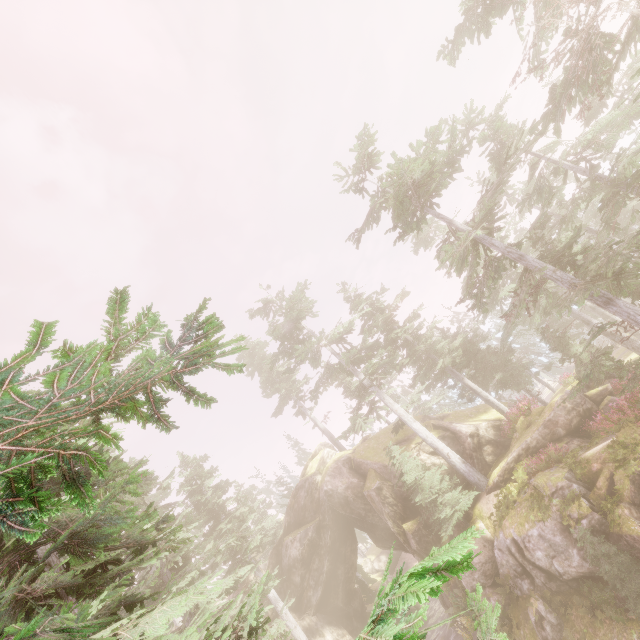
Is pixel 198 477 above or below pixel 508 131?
above

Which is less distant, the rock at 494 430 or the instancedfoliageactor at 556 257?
the instancedfoliageactor at 556 257

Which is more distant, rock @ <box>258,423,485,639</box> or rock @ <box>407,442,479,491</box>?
rock @ <box>258,423,485,639</box>

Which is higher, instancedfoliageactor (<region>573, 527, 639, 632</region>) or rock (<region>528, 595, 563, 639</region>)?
instancedfoliageactor (<region>573, 527, 639, 632</region>)

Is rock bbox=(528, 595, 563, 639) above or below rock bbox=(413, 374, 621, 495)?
below

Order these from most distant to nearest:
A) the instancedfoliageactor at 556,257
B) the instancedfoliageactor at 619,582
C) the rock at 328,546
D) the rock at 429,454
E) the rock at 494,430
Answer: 1. the rock at 328,546
2. the rock at 429,454
3. the rock at 494,430
4. the instancedfoliageactor at 619,582
5. the instancedfoliageactor at 556,257

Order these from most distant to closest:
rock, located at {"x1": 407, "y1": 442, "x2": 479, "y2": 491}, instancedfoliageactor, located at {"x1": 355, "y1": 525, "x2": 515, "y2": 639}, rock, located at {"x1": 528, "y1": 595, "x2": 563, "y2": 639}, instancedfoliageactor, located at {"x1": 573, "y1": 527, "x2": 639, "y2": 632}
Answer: rock, located at {"x1": 407, "y1": 442, "x2": 479, "y2": 491} → rock, located at {"x1": 528, "y1": 595, "x2": 563, "y2": 639} → instancedfoliageactor, located at {"x1": 573, "y1": 527, "x2": 639, "y2": 632} → instancedfoliageactor, located at {"x1": 355, "y1": 525, "x2": 515, "y2": 639}
